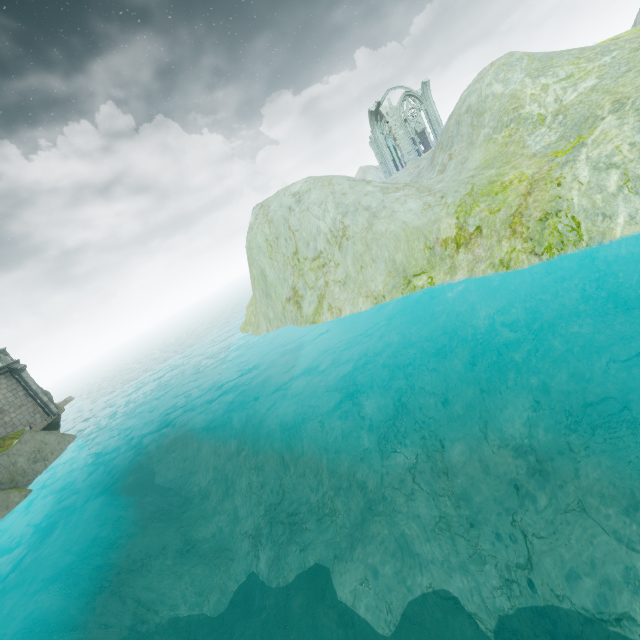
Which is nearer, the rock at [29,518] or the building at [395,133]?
the rock at [29,518]

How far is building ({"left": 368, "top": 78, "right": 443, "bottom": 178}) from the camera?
40.1 meters

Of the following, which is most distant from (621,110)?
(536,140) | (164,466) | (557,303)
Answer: (164,466)

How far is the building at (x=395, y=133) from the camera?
40.1 meters

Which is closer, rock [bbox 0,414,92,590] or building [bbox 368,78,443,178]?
rock [bbox 0,414,92,590]

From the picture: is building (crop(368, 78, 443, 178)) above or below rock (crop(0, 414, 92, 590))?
above
